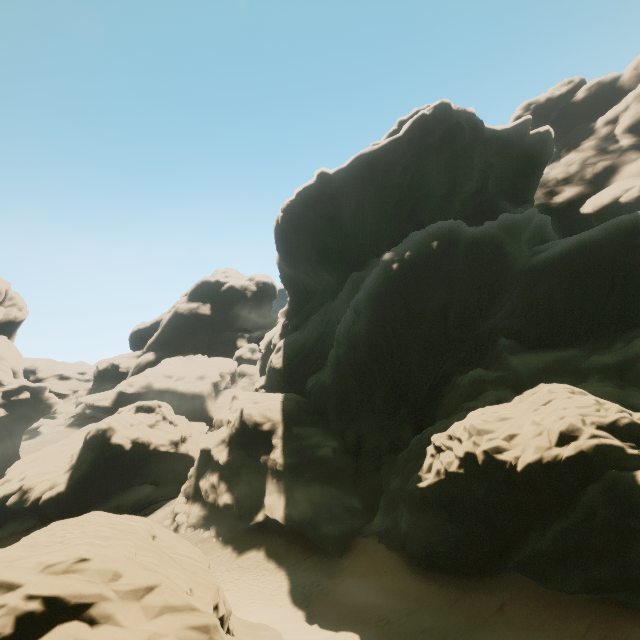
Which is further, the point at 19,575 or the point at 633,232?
the point at 633,232
